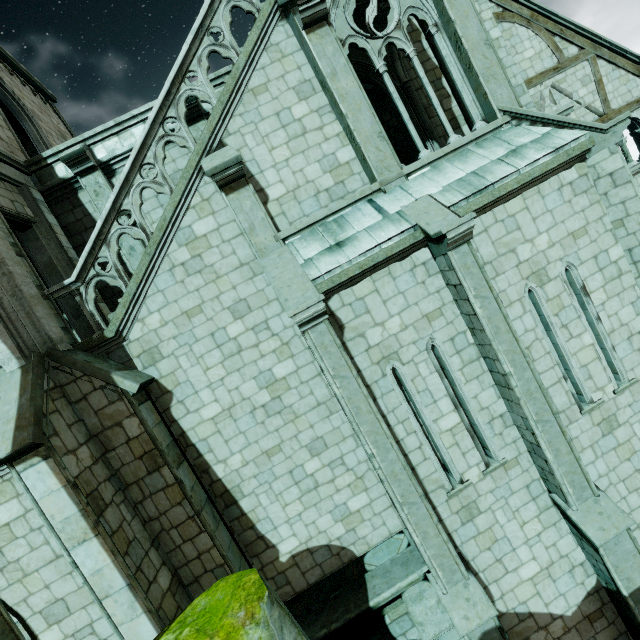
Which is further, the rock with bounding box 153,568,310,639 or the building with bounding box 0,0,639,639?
the building with bounding box 0,0,639,639

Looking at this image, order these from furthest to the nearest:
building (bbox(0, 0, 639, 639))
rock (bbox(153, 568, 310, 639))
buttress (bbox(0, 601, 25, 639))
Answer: building (bbox(0, 0, 639, 639)), rock (bbox(153, 568, 310, 639)), buttress (bbox(0, 601, 25, 639))

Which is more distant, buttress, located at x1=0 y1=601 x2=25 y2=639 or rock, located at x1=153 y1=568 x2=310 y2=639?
rock, located at x1=153 y1=568 x2=310 y2=639

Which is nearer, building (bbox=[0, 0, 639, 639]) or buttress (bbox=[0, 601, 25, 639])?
buttress (bbox=[0, 601, 25, 639])

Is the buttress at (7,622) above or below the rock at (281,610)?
above

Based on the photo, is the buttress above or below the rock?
above

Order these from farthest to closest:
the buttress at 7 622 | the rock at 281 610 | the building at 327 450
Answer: the building at 327 450 < the rock at 281 610 < the buttress at 7 622

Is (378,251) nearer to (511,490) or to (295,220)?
(295,220)
